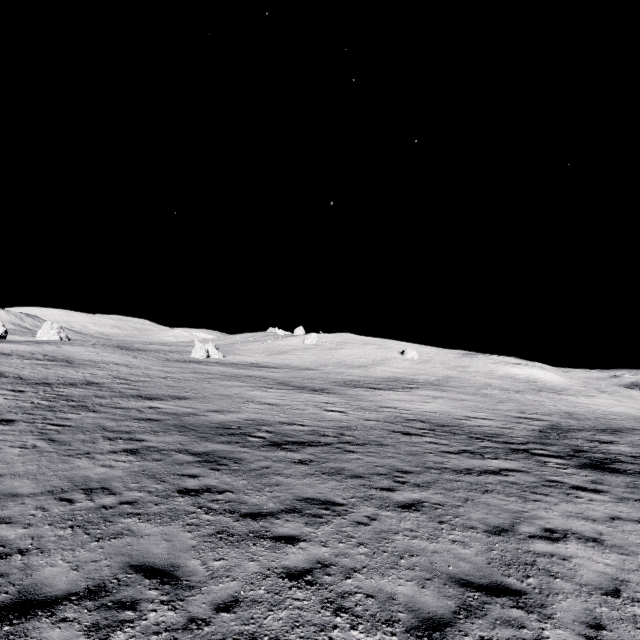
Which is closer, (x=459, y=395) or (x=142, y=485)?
(x=142, y=485)
